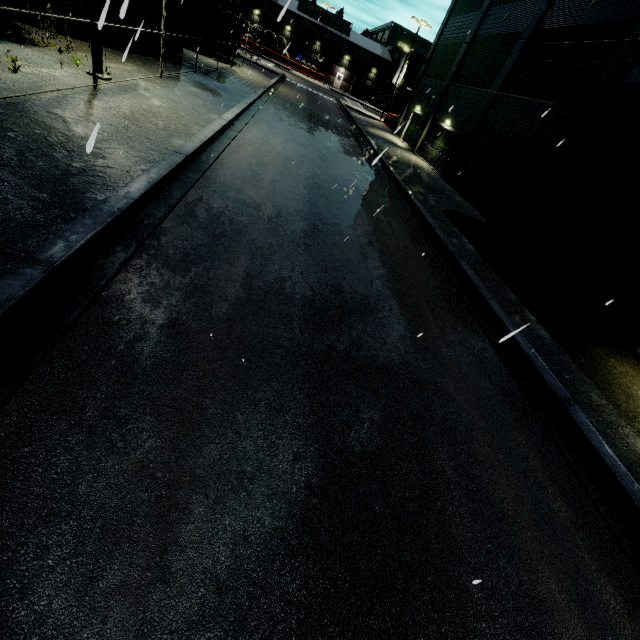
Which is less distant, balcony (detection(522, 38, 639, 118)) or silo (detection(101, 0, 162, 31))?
silo (detection(101, 0, 162, 31))

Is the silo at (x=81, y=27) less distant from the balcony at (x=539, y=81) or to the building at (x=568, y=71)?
the building at (x=568, y=71)

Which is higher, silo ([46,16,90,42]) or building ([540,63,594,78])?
building ([540,63,594,78])

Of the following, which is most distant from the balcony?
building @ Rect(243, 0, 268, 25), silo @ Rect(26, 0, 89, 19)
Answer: silo @ Rect(26, 0, 89, 19)

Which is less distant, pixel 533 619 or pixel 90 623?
pixel 90 623

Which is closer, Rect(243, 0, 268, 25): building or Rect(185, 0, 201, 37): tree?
Rect(185, 0, 201, 37): tree

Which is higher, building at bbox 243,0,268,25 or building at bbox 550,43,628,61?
building at bbox 550,43,628,61

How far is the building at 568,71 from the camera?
13.2 meters
